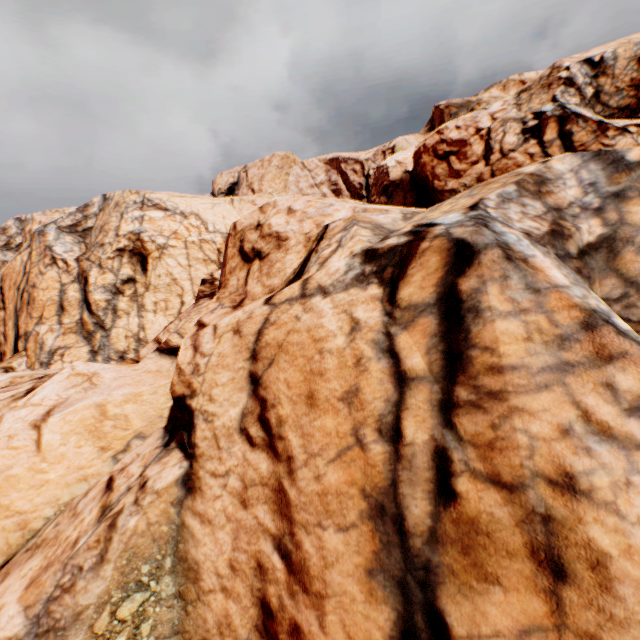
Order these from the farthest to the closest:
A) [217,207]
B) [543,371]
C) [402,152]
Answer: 1. [402,152]
2. [217,207]
3. [543,371]
